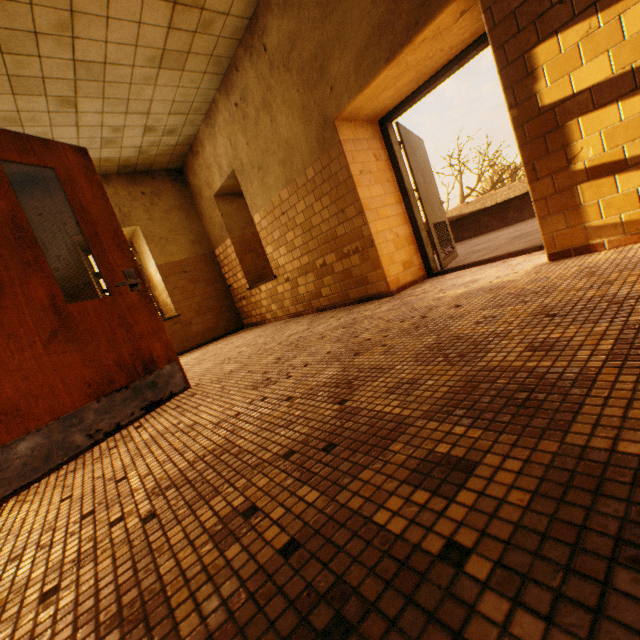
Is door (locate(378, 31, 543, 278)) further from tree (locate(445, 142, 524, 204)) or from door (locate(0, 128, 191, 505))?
tree (locate(445, 142, 524, 204))

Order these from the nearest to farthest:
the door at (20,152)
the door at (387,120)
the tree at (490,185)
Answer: the door at (20,152) < the door at (387,120) < the tree at (490,185)

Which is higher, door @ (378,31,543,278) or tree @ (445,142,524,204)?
tree @ (445,142,524,204)

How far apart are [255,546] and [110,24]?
5.28m

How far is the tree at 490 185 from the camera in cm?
2009

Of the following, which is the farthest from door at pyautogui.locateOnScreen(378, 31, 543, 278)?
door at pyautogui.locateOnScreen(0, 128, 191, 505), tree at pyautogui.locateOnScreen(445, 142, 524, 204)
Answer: tree at pyautogui.locateOnScreen(445, 142, 524, 204)

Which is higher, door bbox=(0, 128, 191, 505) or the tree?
→ the tree

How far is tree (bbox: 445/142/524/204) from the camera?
20.1 meters
